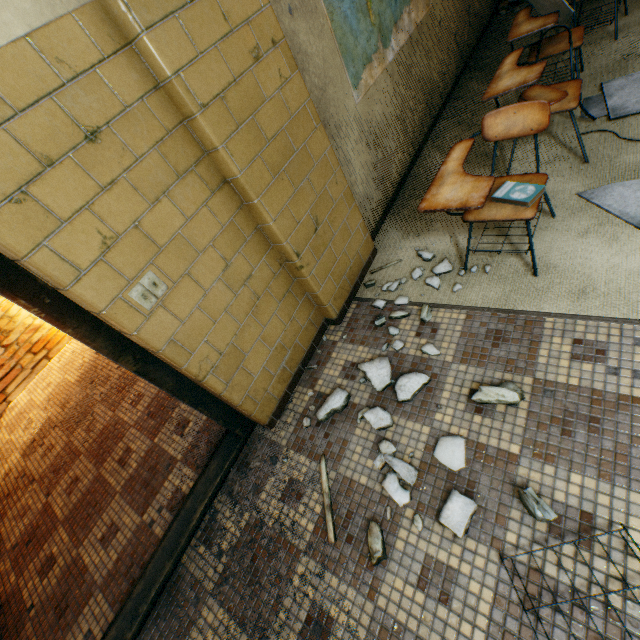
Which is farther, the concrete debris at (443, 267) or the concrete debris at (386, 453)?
the concrete debris at (443, 267)

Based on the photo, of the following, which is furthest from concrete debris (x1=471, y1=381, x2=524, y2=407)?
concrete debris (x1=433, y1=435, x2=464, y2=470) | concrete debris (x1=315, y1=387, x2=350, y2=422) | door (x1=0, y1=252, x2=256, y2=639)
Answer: door (x1=0, y1=252, x2=256, y2=639)

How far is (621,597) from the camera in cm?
108

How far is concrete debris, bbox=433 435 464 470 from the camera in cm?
151

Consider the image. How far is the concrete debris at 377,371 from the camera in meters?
1.9

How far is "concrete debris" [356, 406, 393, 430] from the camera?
1.76m

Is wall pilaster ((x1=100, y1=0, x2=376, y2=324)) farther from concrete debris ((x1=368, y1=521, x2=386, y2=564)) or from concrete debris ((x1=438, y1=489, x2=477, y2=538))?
concrete debris ((x1=438, y1=489, x2=477, y2=538))

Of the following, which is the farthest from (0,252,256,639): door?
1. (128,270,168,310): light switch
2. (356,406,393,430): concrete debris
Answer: (356,406,393,430): concrete debris
